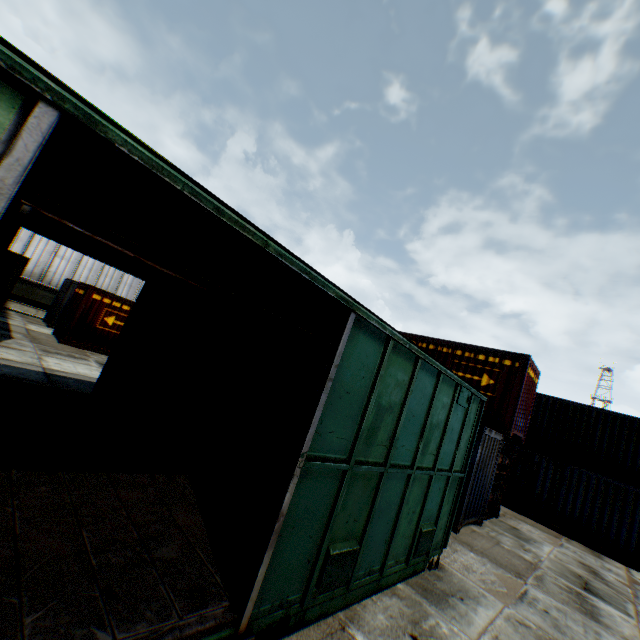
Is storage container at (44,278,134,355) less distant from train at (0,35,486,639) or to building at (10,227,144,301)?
train at (0,35,486,639)

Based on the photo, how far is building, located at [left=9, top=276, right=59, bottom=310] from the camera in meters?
21.0

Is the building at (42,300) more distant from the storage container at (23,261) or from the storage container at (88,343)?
the storage container at (88,343)

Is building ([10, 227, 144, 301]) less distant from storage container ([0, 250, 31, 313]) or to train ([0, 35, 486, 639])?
storage container ([0, 250, 31, 313])

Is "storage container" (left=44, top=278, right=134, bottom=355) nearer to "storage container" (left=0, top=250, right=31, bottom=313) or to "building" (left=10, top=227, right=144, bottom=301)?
"storage container" (left=0, top=250, right=31, bottom=313)

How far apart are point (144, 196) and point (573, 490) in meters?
19.1

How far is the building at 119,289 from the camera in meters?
21.4 m
